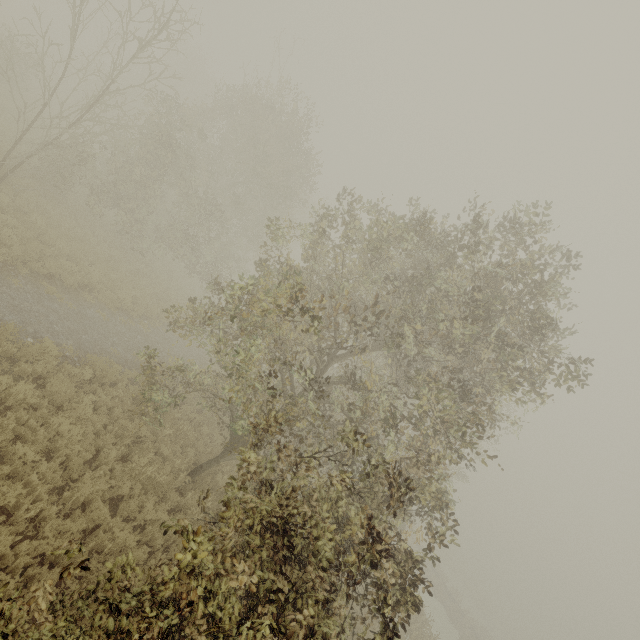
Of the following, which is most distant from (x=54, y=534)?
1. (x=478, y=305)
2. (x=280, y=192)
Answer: (x=280, y=192)
